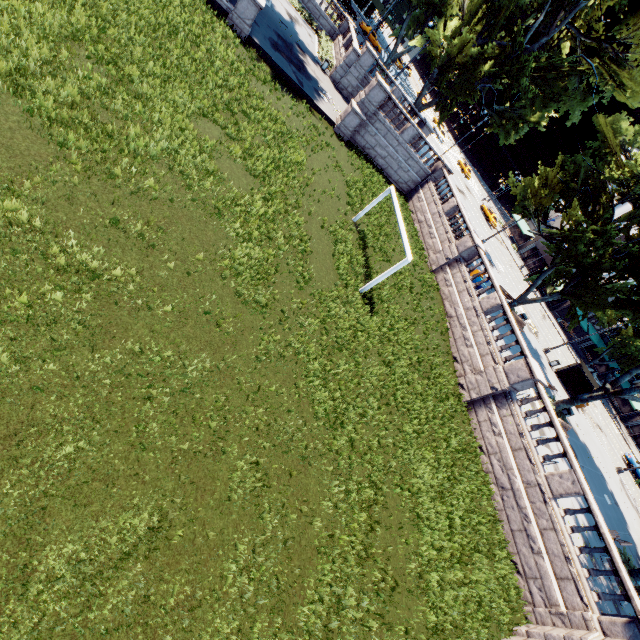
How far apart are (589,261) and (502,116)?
24.75m

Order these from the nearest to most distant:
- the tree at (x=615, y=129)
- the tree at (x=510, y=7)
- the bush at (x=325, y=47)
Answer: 1. the tree at (x=615, y=129)
2. the tree at (x=510, y=7)
3. the bush at (x=325, y=47)

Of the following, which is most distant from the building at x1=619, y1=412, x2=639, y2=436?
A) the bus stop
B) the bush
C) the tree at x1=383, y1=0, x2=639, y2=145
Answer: the bush

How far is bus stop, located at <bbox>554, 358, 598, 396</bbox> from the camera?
30.64m

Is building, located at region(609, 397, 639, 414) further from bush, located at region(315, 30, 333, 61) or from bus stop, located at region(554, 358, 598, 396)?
bush, located at region(315, 30, 333, 61)

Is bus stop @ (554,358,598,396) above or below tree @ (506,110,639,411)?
below

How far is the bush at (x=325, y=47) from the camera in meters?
30.4
